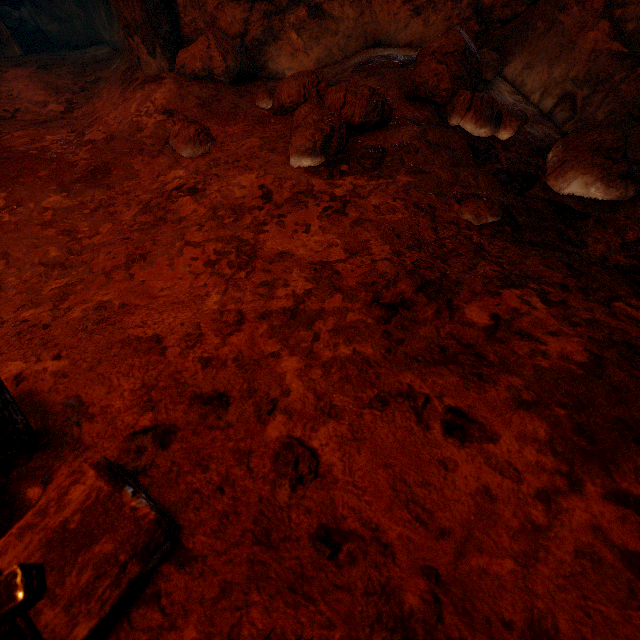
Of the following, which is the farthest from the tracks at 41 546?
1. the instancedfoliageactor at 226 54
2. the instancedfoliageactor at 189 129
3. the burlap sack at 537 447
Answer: the instancedfoliageactor at 226 54

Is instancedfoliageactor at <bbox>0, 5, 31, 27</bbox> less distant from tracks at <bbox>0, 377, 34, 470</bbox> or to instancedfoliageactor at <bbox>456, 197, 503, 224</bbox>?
tracks at <bbox>0, 377, 34, 470</bbox>

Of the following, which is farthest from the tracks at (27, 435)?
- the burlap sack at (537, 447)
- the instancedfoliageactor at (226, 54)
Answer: the instancedfoliageactor at (226, 54)

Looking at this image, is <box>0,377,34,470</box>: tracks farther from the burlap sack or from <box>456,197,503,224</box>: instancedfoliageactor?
<box>456,197,503,224</box>: instancedfoliageactor

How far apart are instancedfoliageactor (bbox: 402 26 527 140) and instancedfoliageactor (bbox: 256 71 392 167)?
0.2 meters

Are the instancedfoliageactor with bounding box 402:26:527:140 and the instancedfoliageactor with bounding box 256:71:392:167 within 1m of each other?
yes

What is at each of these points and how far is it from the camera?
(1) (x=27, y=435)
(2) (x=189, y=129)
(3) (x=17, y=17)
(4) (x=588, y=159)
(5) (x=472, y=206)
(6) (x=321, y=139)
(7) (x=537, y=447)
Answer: (1) tracks, 0.62m
(2) instancedfoliageactor, 1.48m
(3) instancedfoliageactor, 3.91m
(4) instancedfoliageactor, 1.11m
(5) instancedfoliageactor, 1.04m
(6) instancedfoliageactor, 1.18m
(7) burlap sack, 0.50m

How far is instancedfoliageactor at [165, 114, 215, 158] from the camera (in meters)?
1.47
